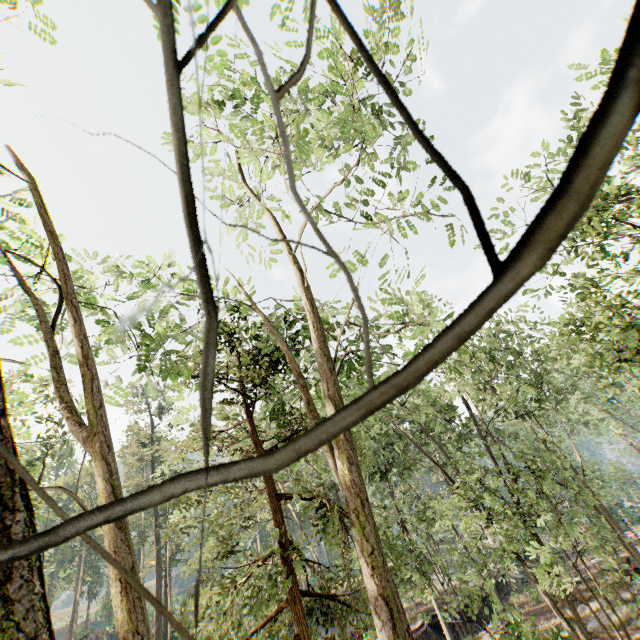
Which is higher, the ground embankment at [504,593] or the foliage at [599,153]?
the foliage at [599,153]

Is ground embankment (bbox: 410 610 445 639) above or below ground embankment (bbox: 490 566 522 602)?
above

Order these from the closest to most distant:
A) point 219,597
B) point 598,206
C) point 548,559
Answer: point 598,206 → point 548,559 → point 219,597

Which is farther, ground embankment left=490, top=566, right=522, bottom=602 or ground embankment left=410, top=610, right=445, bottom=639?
ground embankment left=490, top=566, right=522, bottom=602

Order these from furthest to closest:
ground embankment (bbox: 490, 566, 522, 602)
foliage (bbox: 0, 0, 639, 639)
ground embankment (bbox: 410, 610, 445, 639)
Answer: ground embankment (bbox: 490, 566, 522, 602) → ground embankment (bbox: 410, 610, 445, 639) → foliage (bbox: 0, 0, 639, 639)

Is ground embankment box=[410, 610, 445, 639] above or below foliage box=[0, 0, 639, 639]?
below
